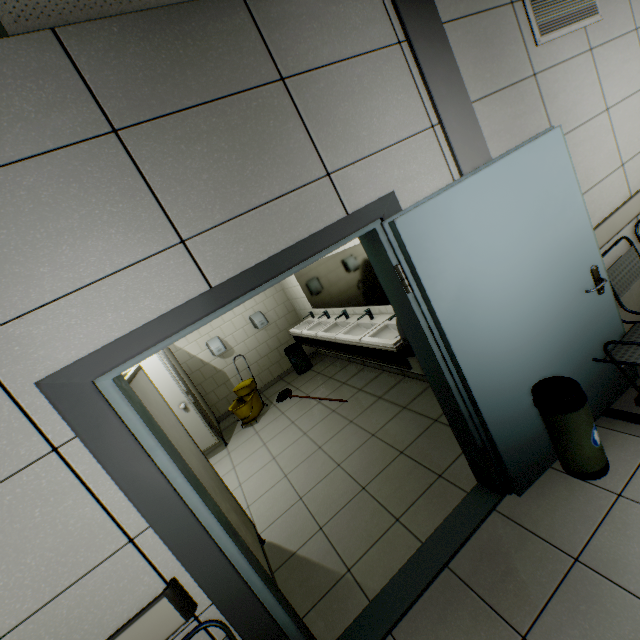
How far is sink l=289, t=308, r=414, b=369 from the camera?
3.1 meters

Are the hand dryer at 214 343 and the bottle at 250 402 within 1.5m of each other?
yes

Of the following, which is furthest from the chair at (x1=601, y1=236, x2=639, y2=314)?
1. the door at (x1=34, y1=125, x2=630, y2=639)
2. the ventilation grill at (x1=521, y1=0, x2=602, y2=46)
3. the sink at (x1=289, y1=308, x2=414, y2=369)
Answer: the ventilation grill at (x1=521, y1=0, x2=602, y2=46)

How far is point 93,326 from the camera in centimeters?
127cm

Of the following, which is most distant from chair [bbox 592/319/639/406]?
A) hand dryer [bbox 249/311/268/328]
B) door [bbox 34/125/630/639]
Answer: hand dryer [bbox 249/311/268/328]

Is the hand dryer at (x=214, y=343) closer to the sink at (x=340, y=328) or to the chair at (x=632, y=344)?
the sink at (x=340, y=328)

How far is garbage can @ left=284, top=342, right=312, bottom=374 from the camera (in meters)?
6.31

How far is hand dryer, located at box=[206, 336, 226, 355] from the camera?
6.02m
